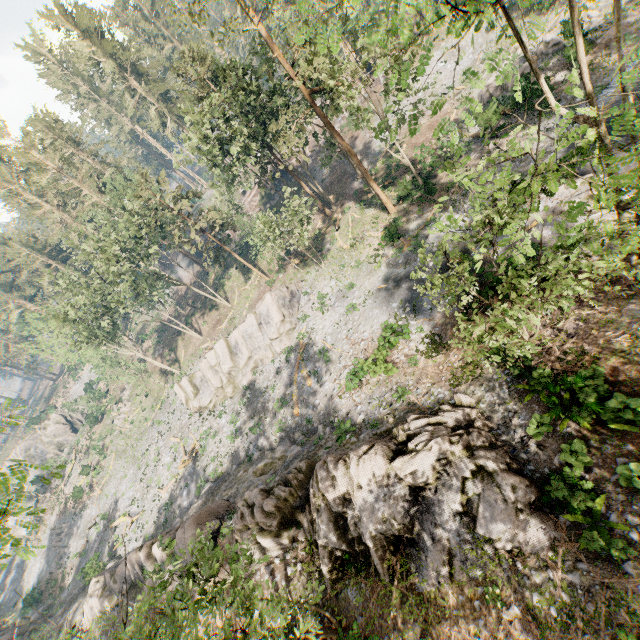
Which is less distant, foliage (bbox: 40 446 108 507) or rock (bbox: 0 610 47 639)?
foliage (bbox: 40 446 108 507)

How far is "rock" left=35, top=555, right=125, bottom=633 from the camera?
24.7 meters

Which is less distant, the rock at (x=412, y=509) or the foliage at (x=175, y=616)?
the foliage at (x=175, y=616)

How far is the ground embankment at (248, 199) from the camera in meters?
52.7 m

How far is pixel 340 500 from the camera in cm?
1441

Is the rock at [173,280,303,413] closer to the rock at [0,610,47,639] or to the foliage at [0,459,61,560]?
the foliage at [0,459,61,560]

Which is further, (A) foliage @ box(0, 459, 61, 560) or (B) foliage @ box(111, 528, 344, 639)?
(B) foliage @ box(111, 528, 344, 639)

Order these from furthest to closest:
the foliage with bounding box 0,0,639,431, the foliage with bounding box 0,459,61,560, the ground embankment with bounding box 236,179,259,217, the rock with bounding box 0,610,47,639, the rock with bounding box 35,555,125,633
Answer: the ground embankment with bounding box 236,179,259,217 → the rock with bounding box 0,610,47,639 → the rock with bounding box 35,555,125,633 → the foliage with bounding box 0,0,639,431 → the foliage with bounding box 0,459,61,560
